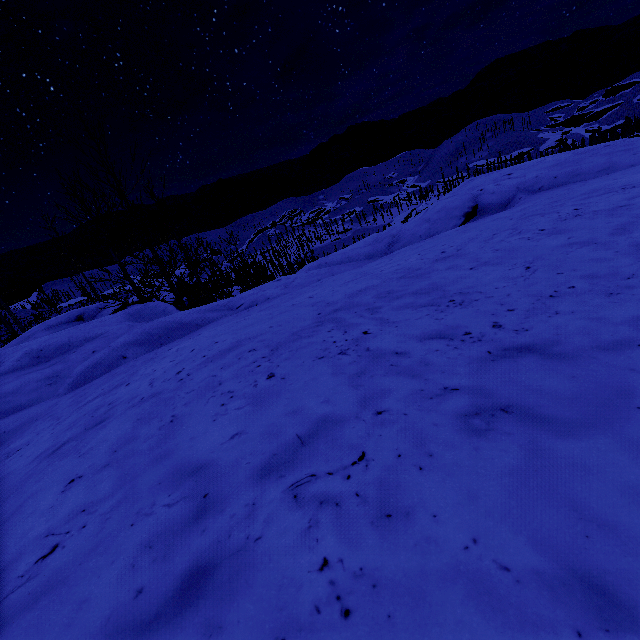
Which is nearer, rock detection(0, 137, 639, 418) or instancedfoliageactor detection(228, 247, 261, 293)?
rock detection(0, 137, 639, 418)

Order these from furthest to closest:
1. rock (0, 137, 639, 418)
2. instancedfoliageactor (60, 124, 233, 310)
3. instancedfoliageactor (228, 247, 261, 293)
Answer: instancedfoliageactor (228, 247, 261, 293) → instancedfoliageactor (60, 124, 233, 310) → rock (0, 137, 639, 418)

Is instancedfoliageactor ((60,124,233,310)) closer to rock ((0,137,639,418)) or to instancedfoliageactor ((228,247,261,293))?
rock ((0,137,639,418))

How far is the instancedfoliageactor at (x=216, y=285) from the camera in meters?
10.7

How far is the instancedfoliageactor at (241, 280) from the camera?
15.1 meters

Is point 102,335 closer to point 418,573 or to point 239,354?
point 239,354

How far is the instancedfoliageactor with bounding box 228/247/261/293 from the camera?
15.1m
